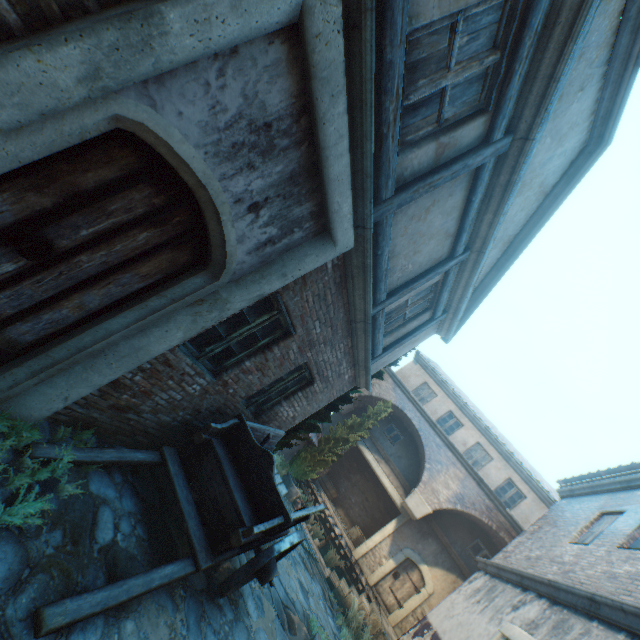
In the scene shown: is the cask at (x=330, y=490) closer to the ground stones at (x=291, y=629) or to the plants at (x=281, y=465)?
the ground stones at (x=291, y=629)

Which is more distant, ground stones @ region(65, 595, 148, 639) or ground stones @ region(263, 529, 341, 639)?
ground stones @ region(263, 529, 341, 639)

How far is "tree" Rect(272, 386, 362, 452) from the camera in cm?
788

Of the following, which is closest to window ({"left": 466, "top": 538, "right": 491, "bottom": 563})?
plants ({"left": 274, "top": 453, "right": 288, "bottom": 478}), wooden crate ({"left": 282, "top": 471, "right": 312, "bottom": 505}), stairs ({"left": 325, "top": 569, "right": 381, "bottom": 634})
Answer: stairs ({"left": 325, "top": 569, "right": 381, "bottom": 634})

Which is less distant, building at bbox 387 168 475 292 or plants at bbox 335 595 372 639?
building at bbox 387 168 475 292

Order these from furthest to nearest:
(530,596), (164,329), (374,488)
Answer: (374,488), (530,596), (164,329)

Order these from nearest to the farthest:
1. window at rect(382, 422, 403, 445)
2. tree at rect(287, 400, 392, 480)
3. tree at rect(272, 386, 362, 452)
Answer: tree at rect(272, 386, 362, 452)
tree at rect(287, 400, 392, 480)
window at rect(382, 422, 403, 445)

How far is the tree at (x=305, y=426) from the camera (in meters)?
7.88
